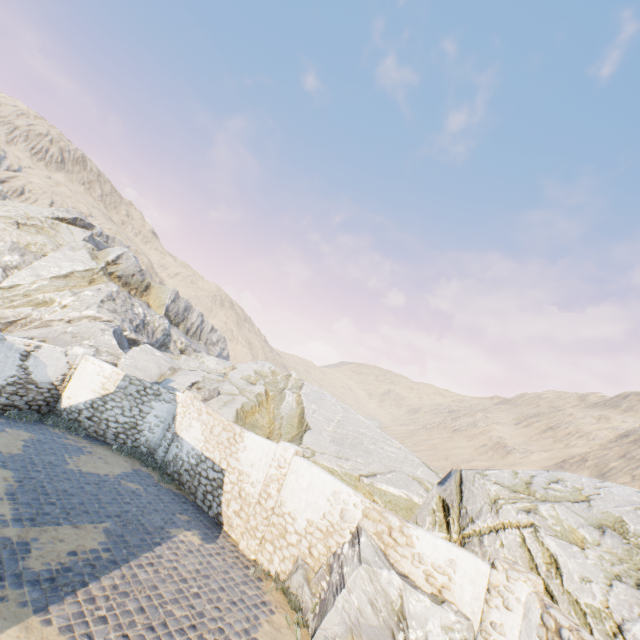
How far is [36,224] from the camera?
35.9 meters

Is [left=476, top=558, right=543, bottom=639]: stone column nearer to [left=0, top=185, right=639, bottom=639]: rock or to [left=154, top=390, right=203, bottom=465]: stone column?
[left=0, top=185, right=639, bottom=639]: rock

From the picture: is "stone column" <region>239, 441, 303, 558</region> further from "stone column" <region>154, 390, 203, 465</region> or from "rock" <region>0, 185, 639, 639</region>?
"stone column" <region>154, 390, 203, 465</region>

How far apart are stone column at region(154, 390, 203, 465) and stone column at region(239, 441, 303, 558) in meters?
5.6 m

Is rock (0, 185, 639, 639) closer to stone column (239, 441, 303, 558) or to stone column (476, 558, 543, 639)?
stone column (476, 558, 543, 639)

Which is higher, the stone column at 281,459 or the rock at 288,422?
the rock at 288,422

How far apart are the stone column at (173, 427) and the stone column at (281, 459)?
5.6m

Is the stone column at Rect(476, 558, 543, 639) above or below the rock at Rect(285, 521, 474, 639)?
above
